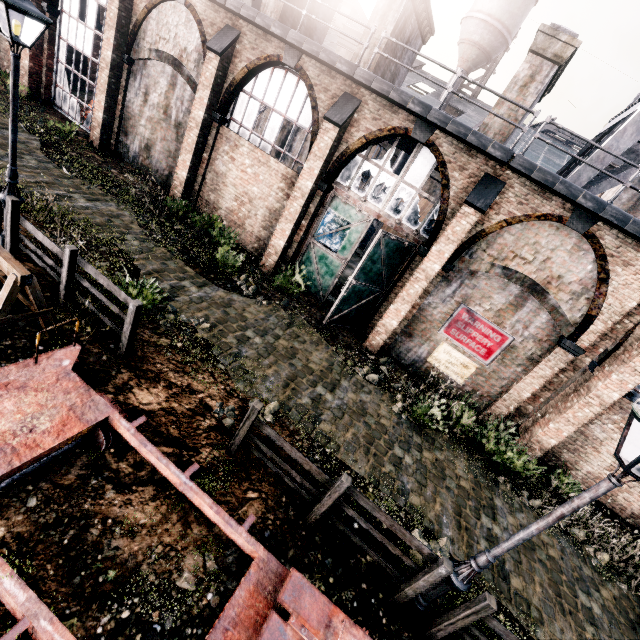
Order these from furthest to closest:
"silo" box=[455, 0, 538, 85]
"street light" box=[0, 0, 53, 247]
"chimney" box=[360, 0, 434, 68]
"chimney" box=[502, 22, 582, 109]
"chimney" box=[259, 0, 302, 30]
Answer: "silo" box=[455, 0, 538, 85]
"chimney" box=[259, 0, 302, 30]
"chimney" box=[360, 0, 434, 68]
"chimney" box=[502, 22, 582, 109]
"street light" box=[0, 0, 53, 247]

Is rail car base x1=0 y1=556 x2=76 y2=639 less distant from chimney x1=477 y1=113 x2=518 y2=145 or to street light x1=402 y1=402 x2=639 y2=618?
street light x1=402 y1=402 x2=639 y2=618

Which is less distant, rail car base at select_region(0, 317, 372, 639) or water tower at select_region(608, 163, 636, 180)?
rail car base at select_region(0, 317, 372, 639)

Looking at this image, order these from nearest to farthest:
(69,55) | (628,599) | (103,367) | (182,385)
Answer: (103,367), (182,385), (628,599), (69,55)

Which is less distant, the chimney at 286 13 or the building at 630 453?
the building at 630 453

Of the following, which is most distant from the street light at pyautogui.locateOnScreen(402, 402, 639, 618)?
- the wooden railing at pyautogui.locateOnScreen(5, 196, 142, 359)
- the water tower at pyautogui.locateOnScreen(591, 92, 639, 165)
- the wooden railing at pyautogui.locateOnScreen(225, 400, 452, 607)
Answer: the water tower at pyautogui.locateOnScreen(591, 92, 639, 165)

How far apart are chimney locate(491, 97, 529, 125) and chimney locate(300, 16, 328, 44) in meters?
10.4

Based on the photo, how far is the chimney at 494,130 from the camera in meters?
13.0
